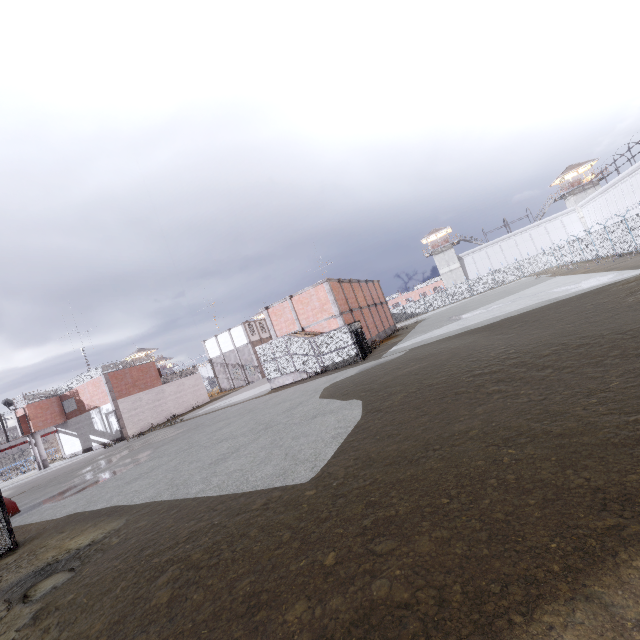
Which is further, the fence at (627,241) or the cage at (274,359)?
the fence at (627,241)

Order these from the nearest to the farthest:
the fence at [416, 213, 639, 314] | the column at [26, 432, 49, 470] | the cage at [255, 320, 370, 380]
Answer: the cage at [255, 320, 370, 380] → the fence at [416, 213, 639, 314] → the column at [26, 432, 49, 470]

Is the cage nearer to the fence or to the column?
the column

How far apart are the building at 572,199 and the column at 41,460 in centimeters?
8305cm

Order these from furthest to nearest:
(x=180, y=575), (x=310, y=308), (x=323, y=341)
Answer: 1. (x=310, y=308)
2. (x=323, y=341)
3. (x=180, y=575)

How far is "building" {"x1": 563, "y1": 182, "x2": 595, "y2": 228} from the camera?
53.75m

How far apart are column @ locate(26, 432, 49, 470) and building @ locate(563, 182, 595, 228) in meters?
83.0 m

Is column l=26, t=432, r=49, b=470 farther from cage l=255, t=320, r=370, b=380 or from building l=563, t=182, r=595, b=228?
building l=563, t=182, r=595, b=228
